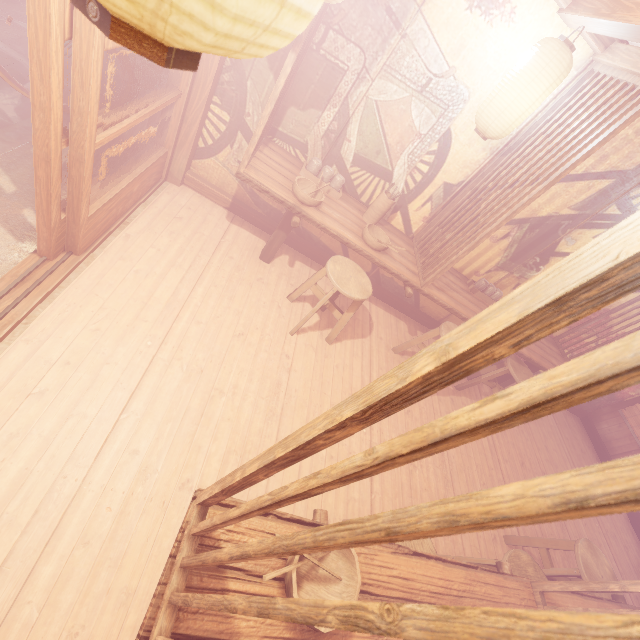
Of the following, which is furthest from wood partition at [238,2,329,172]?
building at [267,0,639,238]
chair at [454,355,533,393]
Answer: chair at [454,355,533,393]

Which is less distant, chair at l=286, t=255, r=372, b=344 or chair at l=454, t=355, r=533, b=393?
chair at l=286, t=255, r=372, b=344

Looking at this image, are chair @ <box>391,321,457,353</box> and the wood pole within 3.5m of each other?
no

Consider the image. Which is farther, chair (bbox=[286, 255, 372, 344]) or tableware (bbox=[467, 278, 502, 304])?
tableware (bbox=[467, 278, 502, 304])

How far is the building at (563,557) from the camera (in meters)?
6.10

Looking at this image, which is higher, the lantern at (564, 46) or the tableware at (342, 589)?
the lantern at (564, 46)

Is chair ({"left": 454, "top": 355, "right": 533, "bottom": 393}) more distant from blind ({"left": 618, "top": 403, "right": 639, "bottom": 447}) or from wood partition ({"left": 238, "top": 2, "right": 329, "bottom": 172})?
wood partition ({"left": 238, "top": 2, "right": 329, "bottom": 172})

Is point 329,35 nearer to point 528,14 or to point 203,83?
point 203,83
